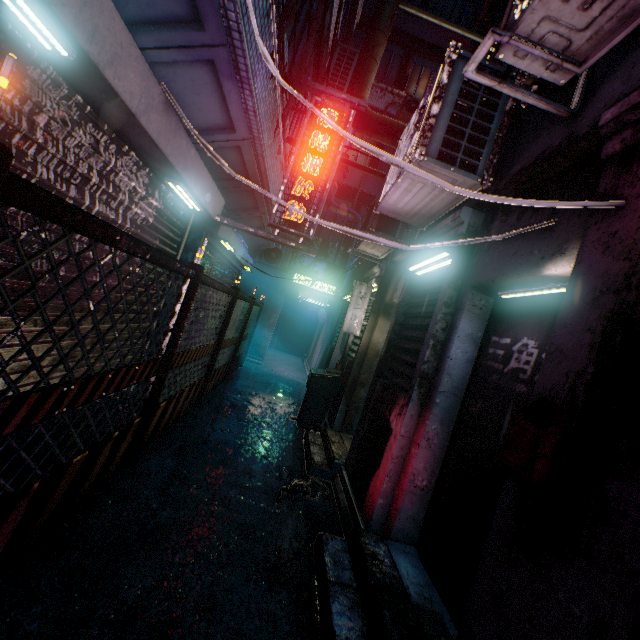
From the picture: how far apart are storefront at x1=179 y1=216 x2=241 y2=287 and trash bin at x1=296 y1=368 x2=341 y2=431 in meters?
2.2 m

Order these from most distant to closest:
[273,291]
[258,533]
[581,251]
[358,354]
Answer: [273,291] → [358,354] → [258,533] → [581,251]

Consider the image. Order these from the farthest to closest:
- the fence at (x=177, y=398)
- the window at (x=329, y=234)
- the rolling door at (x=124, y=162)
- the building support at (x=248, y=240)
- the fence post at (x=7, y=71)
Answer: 1. the window at (x=329, y=234)
2. the building support at (x=248, y=240)
3. the fence at (x=177, y=398)
4. the rolling door at (x=124, y=162)
5. the fence post at (x=7, y=71)

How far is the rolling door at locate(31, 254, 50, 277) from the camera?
2.0 meters

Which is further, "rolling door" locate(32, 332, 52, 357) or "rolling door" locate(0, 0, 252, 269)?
"rolling door" locate(32, 332, 52, 357)

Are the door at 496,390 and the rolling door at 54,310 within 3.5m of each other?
yes

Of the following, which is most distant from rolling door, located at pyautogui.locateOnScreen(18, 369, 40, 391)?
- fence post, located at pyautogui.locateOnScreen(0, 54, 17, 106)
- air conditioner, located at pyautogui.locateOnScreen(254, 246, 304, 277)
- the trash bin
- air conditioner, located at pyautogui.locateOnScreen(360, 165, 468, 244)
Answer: air conditioner, located at pyautogui.locateOnScreen(254, 246, 304, 277)

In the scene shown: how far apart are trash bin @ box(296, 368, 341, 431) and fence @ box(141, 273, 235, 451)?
1.6m
